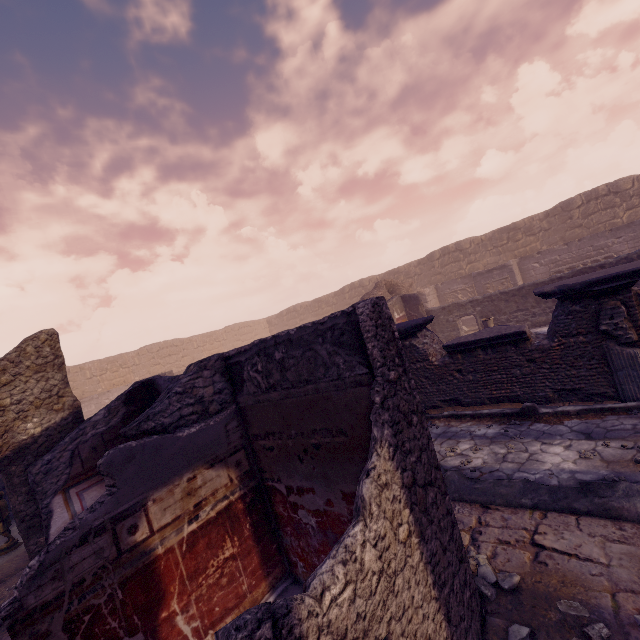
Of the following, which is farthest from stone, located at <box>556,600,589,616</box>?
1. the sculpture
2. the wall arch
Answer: the wall arch

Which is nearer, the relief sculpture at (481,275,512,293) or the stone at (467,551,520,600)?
the stone at (467,551,520,600)

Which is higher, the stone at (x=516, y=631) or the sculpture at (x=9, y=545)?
the sculpture at (x=9, y=545)

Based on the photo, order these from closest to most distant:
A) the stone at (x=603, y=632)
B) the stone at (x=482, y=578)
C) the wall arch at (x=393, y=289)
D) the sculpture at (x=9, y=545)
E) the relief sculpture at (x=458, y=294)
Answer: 1. the stone at (x=603, y=632)
2. the stone at (x=482, y=578)
3. the sculpture at (x=9, y=545)
4. the wall arch at (x=393, y=289)
5. the relief sculpture at (x=458, y=294)

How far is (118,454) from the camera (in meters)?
2.95

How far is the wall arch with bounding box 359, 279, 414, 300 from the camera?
15.9m

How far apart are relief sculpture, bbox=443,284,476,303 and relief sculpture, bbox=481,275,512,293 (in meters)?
1.79

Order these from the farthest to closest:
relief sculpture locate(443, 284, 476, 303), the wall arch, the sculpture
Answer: relief sculpture locate(443, 284, 476, 303), the wall arch, the sculpture
